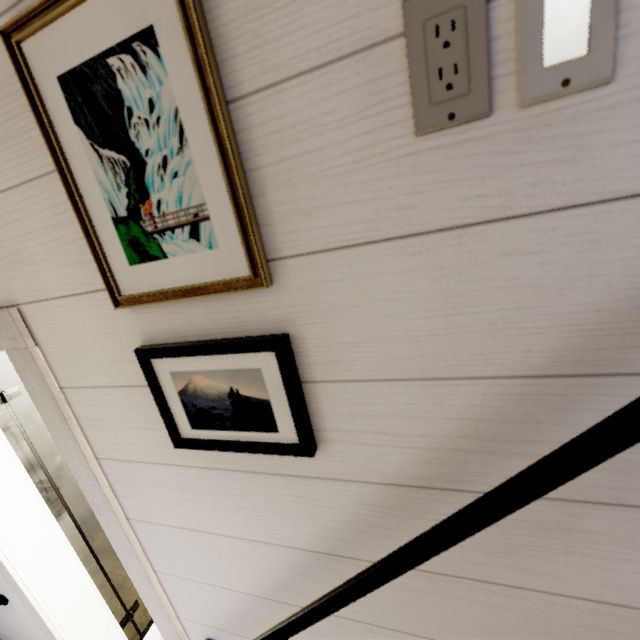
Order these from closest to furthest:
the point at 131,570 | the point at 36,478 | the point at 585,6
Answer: the point at 585,6 < the point at 131,570 < the point at 36,478
